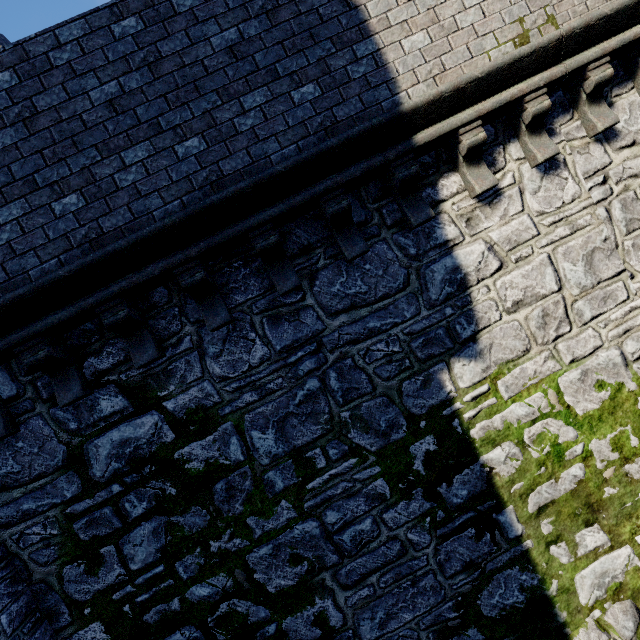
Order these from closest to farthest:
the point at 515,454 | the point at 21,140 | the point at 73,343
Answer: the point at 21,140, the point at 73,343, the point at 515,454
